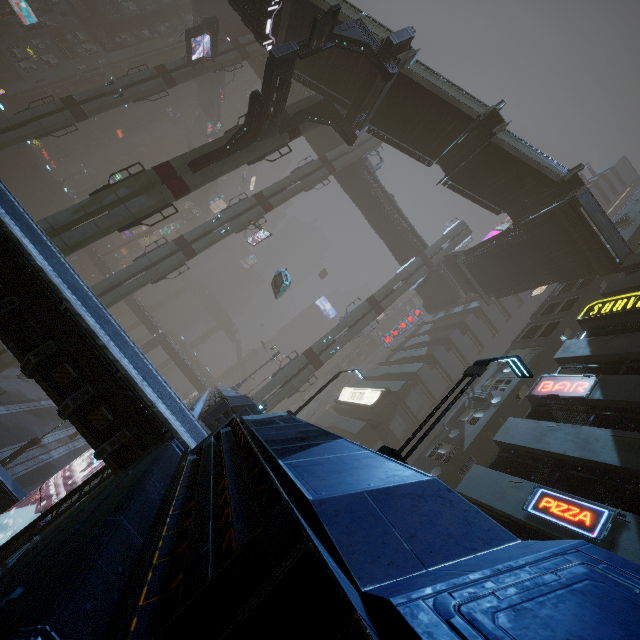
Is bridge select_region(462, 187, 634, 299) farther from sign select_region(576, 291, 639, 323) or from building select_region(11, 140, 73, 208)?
sign select_region(576, 291, 639, 323)

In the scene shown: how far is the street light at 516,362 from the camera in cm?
631

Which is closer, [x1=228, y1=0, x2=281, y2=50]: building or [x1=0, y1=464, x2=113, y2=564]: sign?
[x1=0, y1=464, x2=113, y2=564]: sign

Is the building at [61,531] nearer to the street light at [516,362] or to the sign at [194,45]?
the street light at [516,362]

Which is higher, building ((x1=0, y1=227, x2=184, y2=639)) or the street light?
the street light

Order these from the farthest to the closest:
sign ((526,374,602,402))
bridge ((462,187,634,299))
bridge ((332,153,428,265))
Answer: bridge ((332,153,428,265)) < bridge ((462,187,634,299)) < sign ((526,374,602,402))

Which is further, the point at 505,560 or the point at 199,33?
the point at 199,33

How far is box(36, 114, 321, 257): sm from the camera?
17.0 meters
